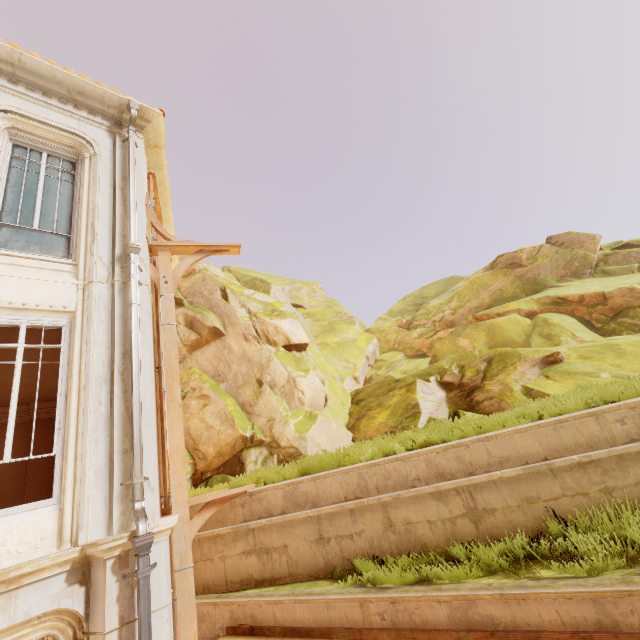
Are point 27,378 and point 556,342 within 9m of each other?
no

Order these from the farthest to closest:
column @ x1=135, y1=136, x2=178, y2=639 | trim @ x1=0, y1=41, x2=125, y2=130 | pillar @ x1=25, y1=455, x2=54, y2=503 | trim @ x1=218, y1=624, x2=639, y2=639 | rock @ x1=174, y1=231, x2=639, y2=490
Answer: pillar @ x1=25, y1=455, x2=54, y2=503 → rock @ x1=174, y1=231, x2=639, y2=490 → trim @ x1=0, y1=41, x2=125, y2=130 → column @ x1=135, y1=136, x2=178, y2=639 → trim @ x1=218, y1=624, x2=639, y2=639

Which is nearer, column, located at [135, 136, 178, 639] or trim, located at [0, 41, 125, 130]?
column, located at [135, 136, 178, 639]

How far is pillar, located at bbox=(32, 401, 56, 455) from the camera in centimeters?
988cm

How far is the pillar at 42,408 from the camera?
9.9 meters

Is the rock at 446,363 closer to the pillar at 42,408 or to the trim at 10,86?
the pillar at 42,408

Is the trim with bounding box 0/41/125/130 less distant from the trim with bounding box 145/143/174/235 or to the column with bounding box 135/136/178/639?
the column with bounding box 135/136/178/639

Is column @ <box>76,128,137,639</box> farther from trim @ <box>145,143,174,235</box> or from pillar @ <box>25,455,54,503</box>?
pillar @ <box>25,455,54,503</box>
